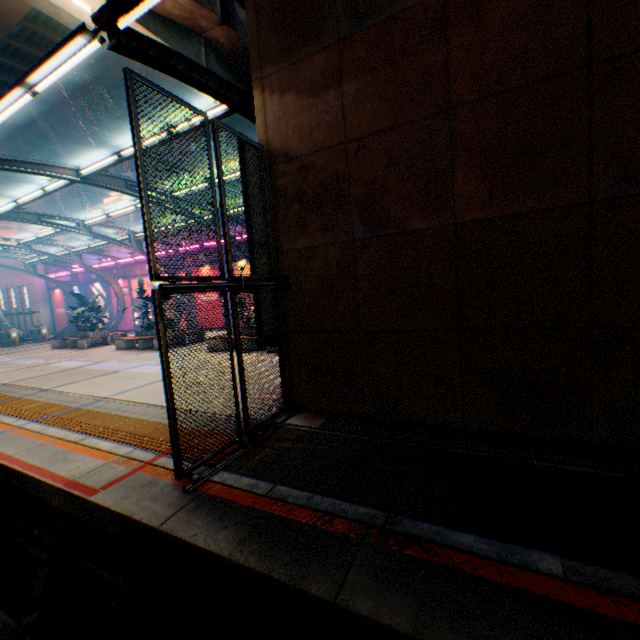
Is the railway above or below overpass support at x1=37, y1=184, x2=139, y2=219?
below

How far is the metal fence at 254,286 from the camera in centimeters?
371cm

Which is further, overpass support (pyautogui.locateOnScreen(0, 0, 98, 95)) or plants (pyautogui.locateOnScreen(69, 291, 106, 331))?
plants (pyautogui.locateOnScreen(69, 291, 106, 331))

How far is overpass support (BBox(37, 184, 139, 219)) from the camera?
31.5m

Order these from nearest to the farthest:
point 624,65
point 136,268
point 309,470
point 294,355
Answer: point 624,65 → point 309,470 → point 294,355 → point 136,268

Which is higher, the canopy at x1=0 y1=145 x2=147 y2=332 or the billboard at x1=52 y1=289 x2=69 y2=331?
the canopy at x1=0 y1=145 x2=147 y2=332

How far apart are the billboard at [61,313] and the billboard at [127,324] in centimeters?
807cm

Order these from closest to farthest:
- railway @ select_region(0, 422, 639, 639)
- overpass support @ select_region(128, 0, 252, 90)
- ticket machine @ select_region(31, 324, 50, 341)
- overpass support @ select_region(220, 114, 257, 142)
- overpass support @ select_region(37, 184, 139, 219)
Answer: railway @ select_region(0, 422, 639, 639) < overpass support @ select_region(128, 0, 252, 90) < overpass support @ select_region(220, 114, 257, 142) < ticket machine @ select_region(31, 324, 50, 341) < overpass support @ select_region(37, 184, 139, 219)
